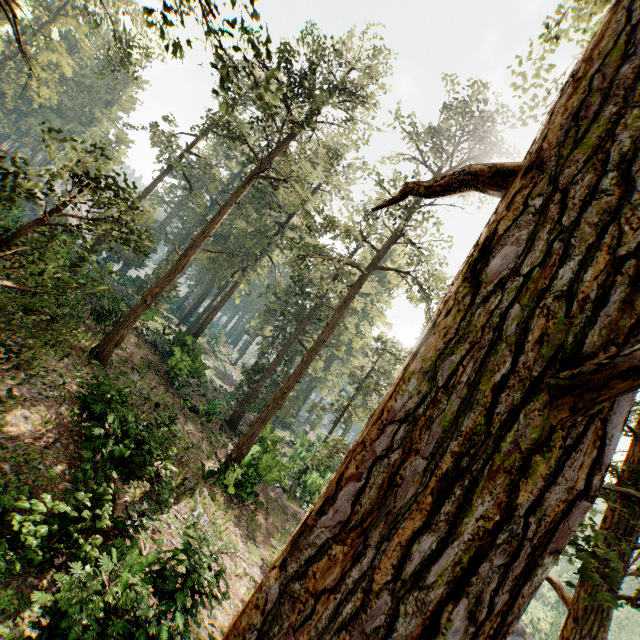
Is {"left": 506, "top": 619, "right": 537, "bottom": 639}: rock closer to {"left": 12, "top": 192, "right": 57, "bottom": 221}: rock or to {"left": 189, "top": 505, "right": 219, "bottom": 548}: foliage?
{"left": 189, "top": 505, "right": 219, "bottom": 548}: foliage

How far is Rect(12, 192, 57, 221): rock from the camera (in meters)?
28.95

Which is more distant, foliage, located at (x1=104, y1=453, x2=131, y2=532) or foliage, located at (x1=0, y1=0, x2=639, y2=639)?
foliage, located at (x1=104, y1=453, x2=131, y2=532)

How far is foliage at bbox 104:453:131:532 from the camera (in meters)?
9.92

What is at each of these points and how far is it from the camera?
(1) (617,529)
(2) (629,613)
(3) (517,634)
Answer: (1) foliage, 7.45m
(2) foliage, 53.47m
(3) rock, 26.11m

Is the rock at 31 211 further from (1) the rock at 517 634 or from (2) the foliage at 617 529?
(1) the rock at 517 634
